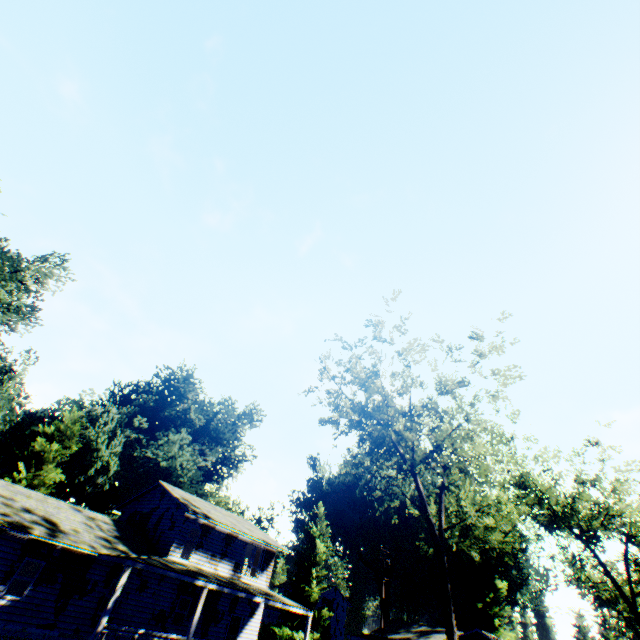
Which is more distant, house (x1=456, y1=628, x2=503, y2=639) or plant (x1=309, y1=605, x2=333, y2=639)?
plant (x1=309, y1=605, x2=333, y2=639)

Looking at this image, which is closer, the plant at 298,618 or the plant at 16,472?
the plant at 16,472

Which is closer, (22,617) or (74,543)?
(22,617)

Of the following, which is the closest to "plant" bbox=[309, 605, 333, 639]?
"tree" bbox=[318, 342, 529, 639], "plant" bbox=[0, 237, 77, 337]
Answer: "plant" bbox=[0, 237, 77, 337]

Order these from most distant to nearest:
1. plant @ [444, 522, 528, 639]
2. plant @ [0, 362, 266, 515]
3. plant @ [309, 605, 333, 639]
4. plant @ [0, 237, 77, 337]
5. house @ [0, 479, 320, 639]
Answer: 1. plant @ [444, 522, 528, 639]
2. plant @ [309, 605, 333, 639]
3. plant @ [0, 237, 77, 337]
4. plant @ [0, 362, 266, 515]
5. house @ [0, 479, 320, 639]

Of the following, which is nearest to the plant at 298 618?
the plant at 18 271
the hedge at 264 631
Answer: the plant at 18 271

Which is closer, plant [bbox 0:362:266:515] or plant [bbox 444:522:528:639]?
plant [bbox 0:362:266:515]

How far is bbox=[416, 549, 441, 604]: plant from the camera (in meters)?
56.08
